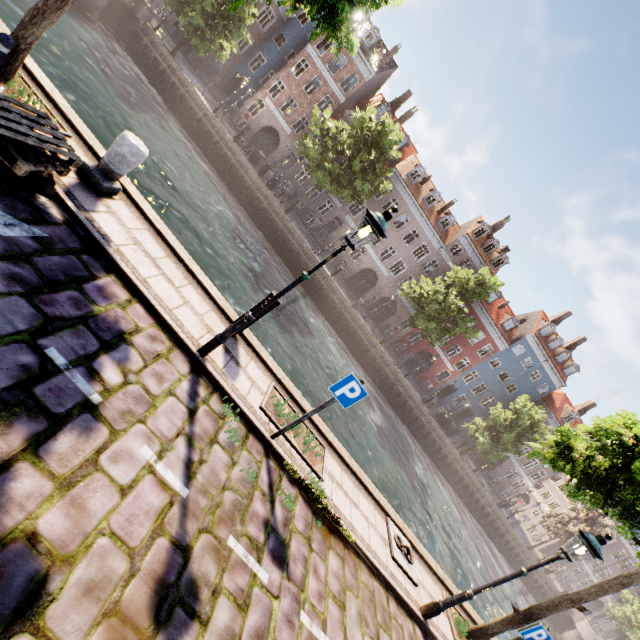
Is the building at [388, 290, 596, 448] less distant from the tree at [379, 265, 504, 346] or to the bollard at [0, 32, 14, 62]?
the tree at [379, 265, 504, 346]

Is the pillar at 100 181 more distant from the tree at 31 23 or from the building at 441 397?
the building at 441 397

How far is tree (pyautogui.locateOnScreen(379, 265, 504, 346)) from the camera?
24.83m

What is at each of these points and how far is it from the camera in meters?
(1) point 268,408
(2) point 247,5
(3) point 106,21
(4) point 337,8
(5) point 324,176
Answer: (1) tree planter, 6.2
(2) tree, 23.6
(3) bridge, 22.5
(4) tree, 6.1
(5) tree, 23.3

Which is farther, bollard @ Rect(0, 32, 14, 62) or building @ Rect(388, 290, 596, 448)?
building @ Rect(388, 290, 596, 448)

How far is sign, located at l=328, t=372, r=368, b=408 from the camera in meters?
5.3 m

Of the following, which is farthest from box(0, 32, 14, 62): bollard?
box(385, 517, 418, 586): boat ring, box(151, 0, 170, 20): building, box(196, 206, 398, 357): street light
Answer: box(151, 0, 170, 20): building

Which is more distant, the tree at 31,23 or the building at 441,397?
the building at 441,397
